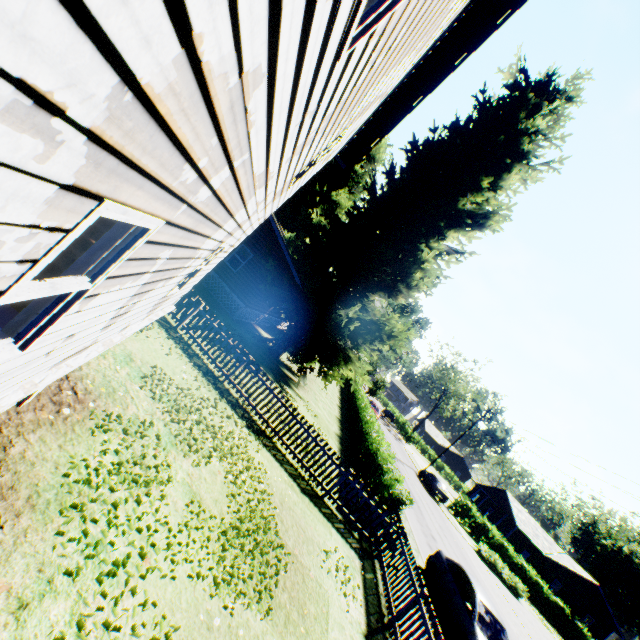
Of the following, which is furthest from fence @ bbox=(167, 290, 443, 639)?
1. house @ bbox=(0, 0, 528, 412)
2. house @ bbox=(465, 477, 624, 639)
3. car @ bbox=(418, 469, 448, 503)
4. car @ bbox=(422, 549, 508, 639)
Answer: house @ bbox=(465, 477, 624, 639)

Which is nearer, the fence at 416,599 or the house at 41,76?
the house at 41,76

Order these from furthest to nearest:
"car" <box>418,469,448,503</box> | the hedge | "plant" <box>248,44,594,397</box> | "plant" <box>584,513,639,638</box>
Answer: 1. "plant" <box>584,513,639,638</box>
2. "car" <box>418,469,448,503</box>
3. "plant" <box>248,44,594,397</box>
4. the hedge

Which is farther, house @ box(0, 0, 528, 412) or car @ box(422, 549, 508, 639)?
car @ box(422, 549, 508, 639)

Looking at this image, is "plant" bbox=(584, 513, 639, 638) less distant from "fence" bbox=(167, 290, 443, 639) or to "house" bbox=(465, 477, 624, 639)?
"fence" bbox=(167, 290, 443, 639)

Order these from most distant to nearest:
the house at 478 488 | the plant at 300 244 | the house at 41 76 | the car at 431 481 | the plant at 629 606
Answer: the plant at 629 606, the house at 478 488, the car at 431 481, the plant at 300 244, the house at 41 76

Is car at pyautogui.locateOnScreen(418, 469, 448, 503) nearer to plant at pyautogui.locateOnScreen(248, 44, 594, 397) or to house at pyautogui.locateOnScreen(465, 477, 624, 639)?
plant at pyautogui.locateOnScreen(248, 44, 594, 397)

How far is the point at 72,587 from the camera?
3.42m
